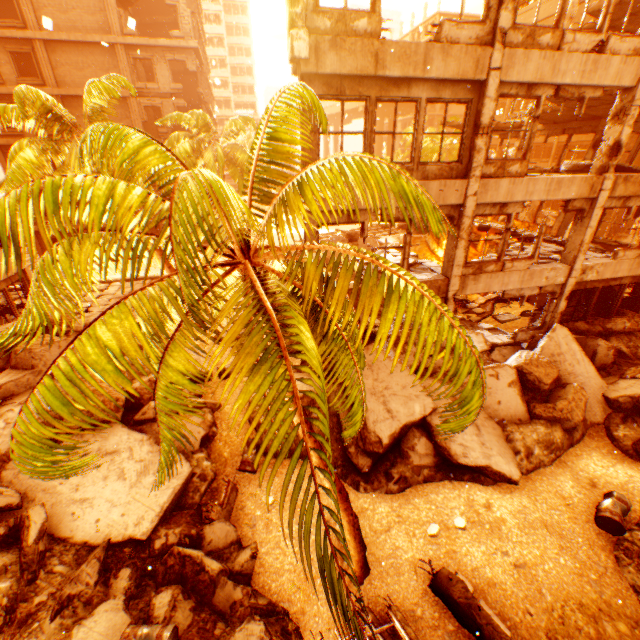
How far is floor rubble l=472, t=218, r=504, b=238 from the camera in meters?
16.2 m

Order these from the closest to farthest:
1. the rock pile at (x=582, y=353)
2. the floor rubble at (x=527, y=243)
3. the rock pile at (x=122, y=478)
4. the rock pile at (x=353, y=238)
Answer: the rock pile at (x=122, y=478) < the rock pile at (x=582, y=353) < the floor rubble at (x=527, y=243) < the rock pile at (x=353, y=238)

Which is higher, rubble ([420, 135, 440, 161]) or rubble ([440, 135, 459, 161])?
rubble ([440, 135, 459, 161])

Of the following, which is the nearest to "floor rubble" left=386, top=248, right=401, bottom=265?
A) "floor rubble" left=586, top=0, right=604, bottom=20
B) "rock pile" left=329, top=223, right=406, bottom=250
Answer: "rock pile" left=329, top=223, right=406, bottom=250

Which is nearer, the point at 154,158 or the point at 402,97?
the point at 154,158

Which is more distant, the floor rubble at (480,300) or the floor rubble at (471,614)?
the floor rubble at (480,300)

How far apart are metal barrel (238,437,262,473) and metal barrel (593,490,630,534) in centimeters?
845cm
